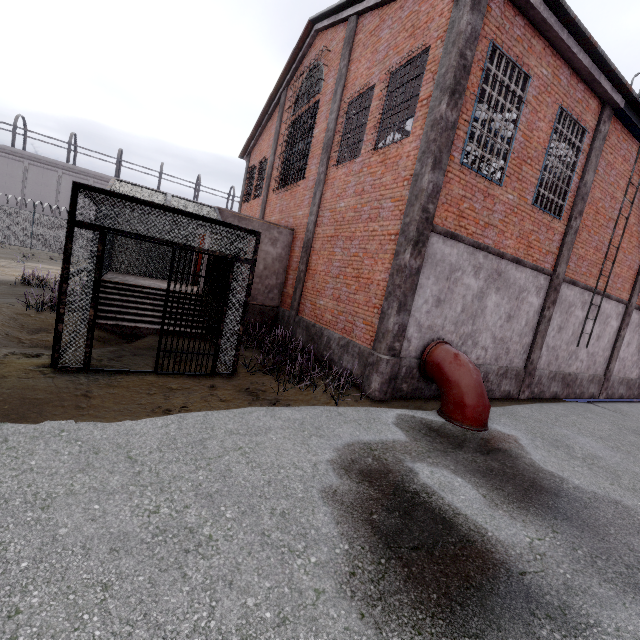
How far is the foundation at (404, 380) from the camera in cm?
752

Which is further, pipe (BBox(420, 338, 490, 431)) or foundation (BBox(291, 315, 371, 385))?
foundation (BBox(291, 315, 371, 385))

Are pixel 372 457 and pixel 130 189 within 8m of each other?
no

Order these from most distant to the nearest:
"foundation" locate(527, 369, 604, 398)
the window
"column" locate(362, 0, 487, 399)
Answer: "foundation" locate(527, 369, 604, 398)
the window
"column" locate(362, 0, 487, 399)

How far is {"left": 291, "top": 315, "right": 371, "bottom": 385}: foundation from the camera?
7.9 meters

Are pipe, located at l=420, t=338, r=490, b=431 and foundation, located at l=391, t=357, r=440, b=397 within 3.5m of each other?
yes

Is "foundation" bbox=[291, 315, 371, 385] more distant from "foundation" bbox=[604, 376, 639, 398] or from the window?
"foundation" bbox=[604, 376, 639, 398]

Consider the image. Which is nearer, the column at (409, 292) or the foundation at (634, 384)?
the column at (409, 292)
